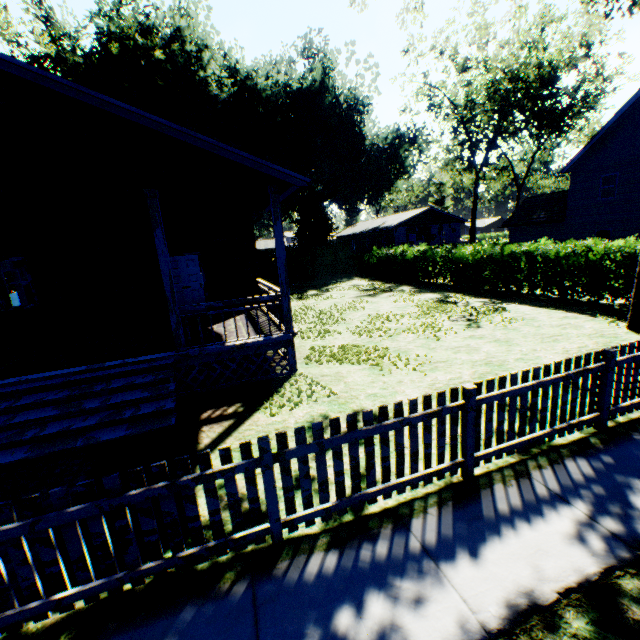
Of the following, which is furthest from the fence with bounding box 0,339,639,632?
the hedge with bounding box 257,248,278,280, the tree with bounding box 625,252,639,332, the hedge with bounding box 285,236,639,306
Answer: the hedge with bounding box 257,248,278,280

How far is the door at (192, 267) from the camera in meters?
11.3 m

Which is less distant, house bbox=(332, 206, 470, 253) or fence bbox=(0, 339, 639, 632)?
fence bbox=(0, 339, 639, 632)

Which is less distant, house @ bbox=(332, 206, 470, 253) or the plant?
the plant

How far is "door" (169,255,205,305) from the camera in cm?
1131

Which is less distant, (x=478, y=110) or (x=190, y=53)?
(x=478, y=110)

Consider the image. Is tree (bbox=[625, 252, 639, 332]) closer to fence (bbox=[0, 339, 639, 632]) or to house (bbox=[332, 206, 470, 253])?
fence (bbox=[0, 339, 639, 632])

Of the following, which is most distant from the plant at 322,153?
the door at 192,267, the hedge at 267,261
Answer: the door at 192,267
